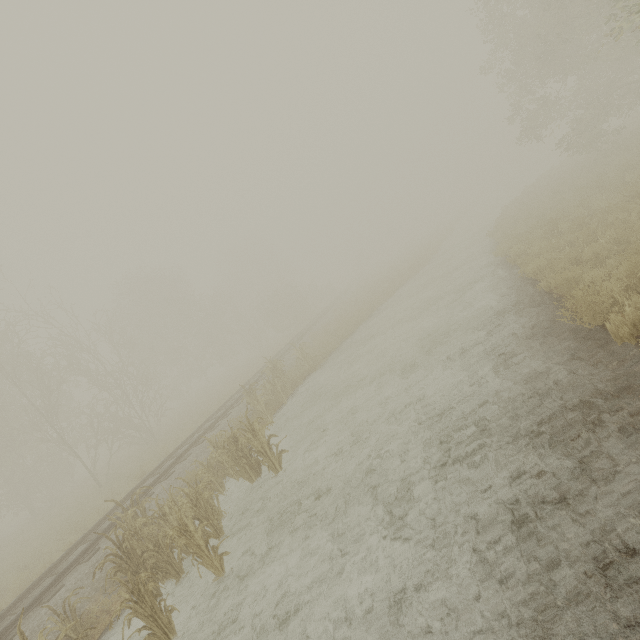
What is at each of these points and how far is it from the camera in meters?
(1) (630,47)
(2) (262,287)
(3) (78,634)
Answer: (1) tree, 15.3
(2) tree, 56.1
(3) tree, 6.2

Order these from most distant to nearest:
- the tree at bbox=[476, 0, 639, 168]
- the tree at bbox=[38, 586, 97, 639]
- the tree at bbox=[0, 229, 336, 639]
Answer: the tree at bbox=[476, 0, 639, 168] < the tree at bbox=[0, 229, 336, 639] < the tree at bbox=[38, 586, 97, 639]

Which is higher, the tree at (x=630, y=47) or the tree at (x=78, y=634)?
the tree at (x=630, y=47)

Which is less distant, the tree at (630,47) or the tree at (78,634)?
the tree at (78,634)

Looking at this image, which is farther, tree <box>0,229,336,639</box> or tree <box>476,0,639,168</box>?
tree <box>476,0,639,168</box>

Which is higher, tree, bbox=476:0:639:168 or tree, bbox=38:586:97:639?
tree, bbox=476:0:639:168

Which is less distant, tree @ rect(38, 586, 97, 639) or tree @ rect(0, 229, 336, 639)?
tree @ rect(38, 586, 97, 639)
